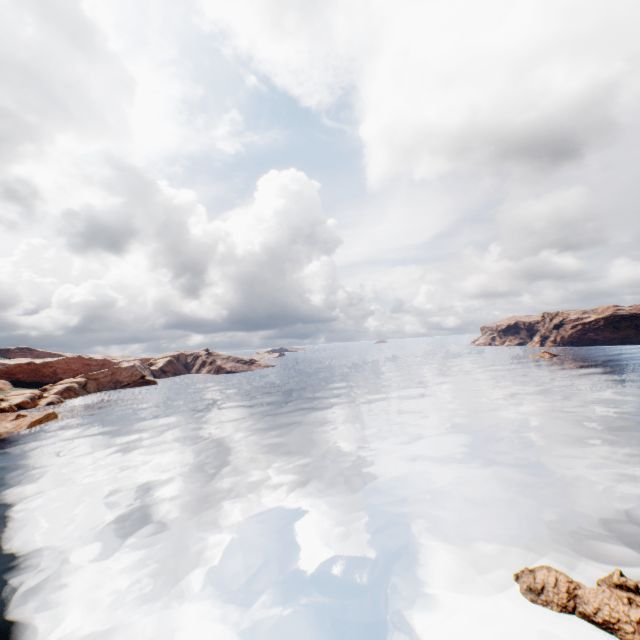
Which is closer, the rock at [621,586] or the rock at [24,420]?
the rock at [621,586]

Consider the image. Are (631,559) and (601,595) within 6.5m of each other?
yes

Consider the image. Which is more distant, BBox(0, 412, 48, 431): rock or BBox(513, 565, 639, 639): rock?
BBox(0, 412, 48, 431): rock

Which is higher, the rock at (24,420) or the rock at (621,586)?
the rock at (24,420)

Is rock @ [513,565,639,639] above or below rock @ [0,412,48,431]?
below
